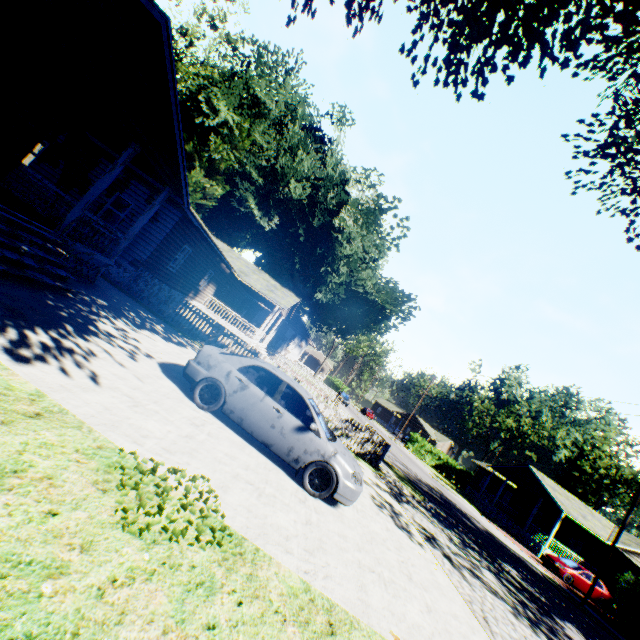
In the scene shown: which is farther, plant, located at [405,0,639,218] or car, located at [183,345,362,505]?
plant, located at [405,0,639,218]

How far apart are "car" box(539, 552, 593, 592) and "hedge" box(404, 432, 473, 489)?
24.3m

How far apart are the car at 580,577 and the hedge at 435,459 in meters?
24.3 m

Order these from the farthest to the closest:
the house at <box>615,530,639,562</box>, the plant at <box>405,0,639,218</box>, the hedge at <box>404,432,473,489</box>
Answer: the hedge at <box>404,432,473,489</box> → the house at <box>615,530,639,562</box> → the plant at <box>405,0,639,218</box>

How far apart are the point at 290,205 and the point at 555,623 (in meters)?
31.59

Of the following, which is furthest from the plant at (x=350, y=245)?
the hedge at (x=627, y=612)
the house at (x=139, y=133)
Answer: the hedge at (x=627, y=612)

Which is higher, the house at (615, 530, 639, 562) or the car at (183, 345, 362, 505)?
the house at (615, 530, 639, 562)

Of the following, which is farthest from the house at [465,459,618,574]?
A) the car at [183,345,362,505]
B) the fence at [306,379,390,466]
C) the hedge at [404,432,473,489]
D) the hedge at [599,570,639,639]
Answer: the car at [183,345,362,505]
